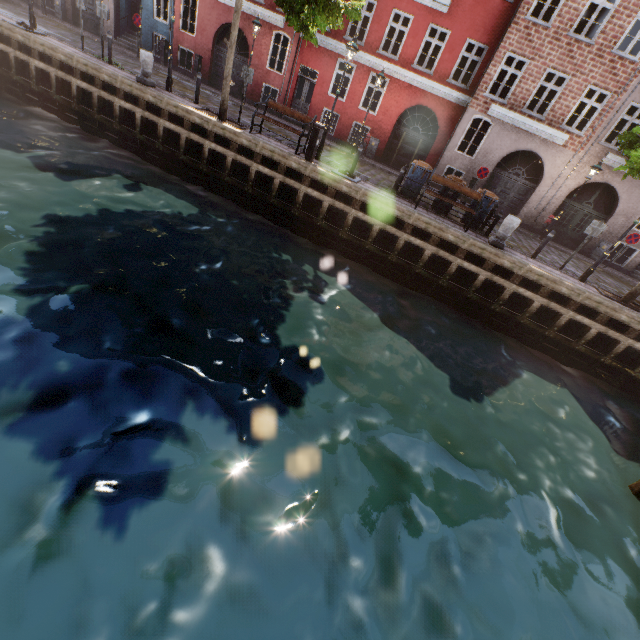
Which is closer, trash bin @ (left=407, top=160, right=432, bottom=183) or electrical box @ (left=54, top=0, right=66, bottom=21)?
trash bin @ (left=407, top=160, right=432, bottom=183)

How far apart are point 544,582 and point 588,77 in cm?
2004

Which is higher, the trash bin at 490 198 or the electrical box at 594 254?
the trash bin at 490 198

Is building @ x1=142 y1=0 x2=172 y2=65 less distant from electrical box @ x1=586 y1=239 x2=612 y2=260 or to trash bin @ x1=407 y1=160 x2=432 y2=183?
electrical box @ x1=586 y1=239 x2=612 y2=260

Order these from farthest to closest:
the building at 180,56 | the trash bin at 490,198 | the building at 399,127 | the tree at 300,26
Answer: the building at 180,56
the building at 399,127
the trash bin at 490,198
the tree at 300,26

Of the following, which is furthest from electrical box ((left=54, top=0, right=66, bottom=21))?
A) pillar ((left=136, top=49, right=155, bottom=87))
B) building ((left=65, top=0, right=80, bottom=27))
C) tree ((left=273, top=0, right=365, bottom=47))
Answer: pillar ((left=136, top=49, right=155, bottom=87))

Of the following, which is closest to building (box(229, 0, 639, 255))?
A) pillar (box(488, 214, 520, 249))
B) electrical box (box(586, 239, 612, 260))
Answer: electrical box (box(586, 239, 612, 260))

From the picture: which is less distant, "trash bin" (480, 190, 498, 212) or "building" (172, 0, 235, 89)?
"trash bin" (480, 190, 498, 212)
